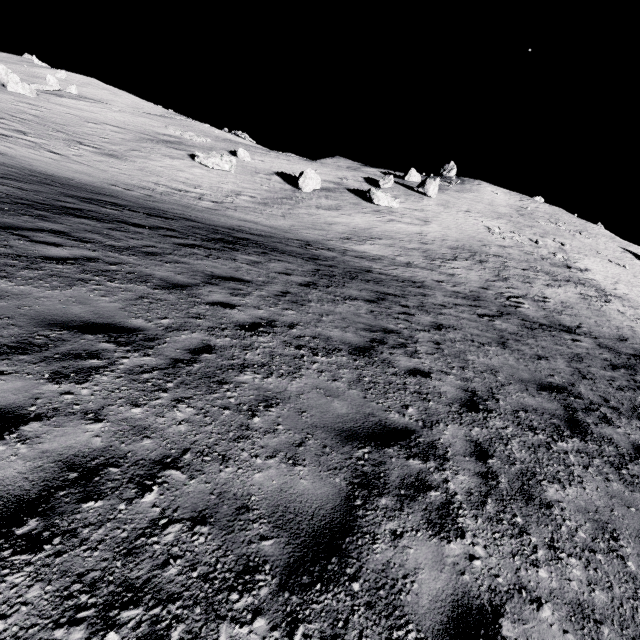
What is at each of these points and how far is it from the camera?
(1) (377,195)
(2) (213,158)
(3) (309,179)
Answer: (1) stone, 33.1m
(2) stone, 29.4m
(3) stone, 31.3m

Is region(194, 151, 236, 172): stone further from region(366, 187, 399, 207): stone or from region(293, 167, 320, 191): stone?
region(366, 187, 399, 207): stone

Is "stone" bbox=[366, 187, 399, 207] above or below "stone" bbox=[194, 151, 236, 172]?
above

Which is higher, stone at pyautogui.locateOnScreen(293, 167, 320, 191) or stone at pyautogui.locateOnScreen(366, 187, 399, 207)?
stone at pyautogui.locateOnScreen(366, 187, 399, 207)

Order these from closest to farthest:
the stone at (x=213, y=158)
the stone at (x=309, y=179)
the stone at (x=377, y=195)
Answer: the stone at (x=213, y=158) → the stone at (x=309, y=179) → the stone at (x=377, y=195)

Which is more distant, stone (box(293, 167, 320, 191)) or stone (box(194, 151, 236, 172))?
stone (box(293, 167, 320, 191))

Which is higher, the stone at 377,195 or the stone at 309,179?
the stone at 377,195

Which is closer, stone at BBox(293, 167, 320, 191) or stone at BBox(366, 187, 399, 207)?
stone at BBox(293, 167, 320, 191)
